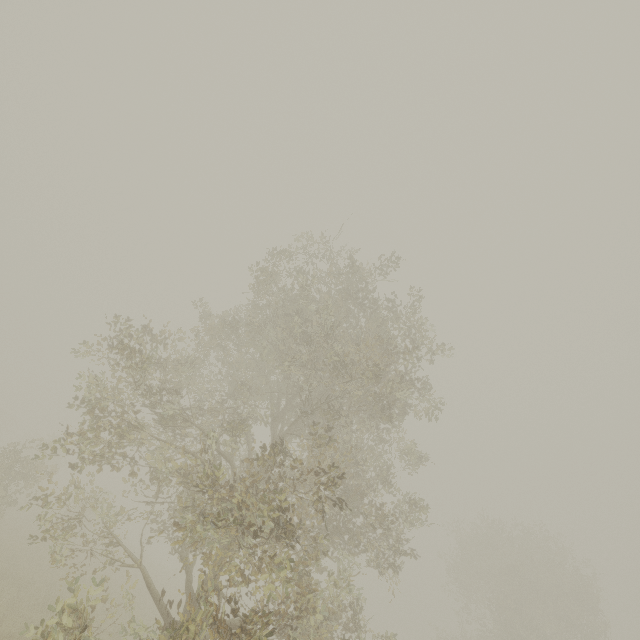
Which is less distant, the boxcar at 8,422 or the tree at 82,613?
the tree at 82,613

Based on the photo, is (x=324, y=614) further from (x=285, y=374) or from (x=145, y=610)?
(x=145, y=610)

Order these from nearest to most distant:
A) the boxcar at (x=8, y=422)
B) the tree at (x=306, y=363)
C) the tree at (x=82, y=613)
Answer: the tree at (x=82, y=613)
the tree at (x=306, y=363)
the boxcar at (x=8, y=422)

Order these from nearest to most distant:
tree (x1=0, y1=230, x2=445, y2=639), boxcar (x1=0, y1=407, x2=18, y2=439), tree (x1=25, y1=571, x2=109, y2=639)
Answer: tree (x1=25, y1=571, x2=109, y2=639), tree (x1=0, y1=230, x2=445, y2=639), boxcar (x1=0, y1=407, x2=18, y2=439)

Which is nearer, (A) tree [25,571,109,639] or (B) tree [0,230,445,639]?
(A) tree [25,571,109,639]

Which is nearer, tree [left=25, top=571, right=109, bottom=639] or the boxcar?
tree [left=25, top=571, right=109, bottom=639]

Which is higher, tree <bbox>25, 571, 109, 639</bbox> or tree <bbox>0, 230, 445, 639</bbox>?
tree <bbox>0, 230, 445, 639</bbox>
